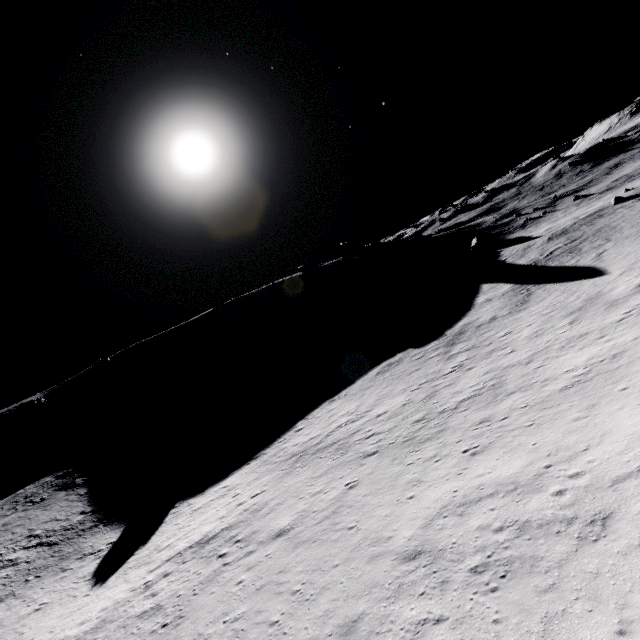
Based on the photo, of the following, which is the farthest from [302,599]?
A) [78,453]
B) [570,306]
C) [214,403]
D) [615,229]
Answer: [78,453]
